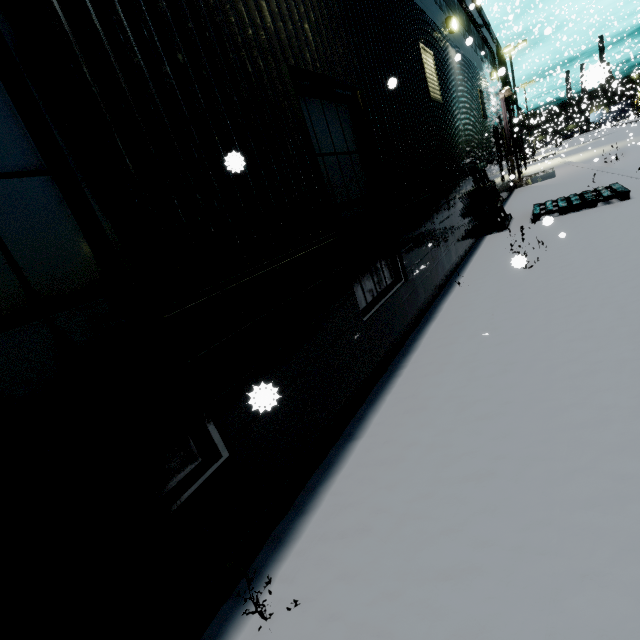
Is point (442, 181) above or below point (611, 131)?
above

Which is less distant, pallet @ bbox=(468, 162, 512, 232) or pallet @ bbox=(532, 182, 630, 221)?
pallet @ bbox=(532, 182, 630, 221)

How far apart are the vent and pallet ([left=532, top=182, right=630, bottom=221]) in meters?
3.9

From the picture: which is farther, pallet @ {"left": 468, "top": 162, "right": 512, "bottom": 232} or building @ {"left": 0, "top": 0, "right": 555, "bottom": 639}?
pallet @ {"left": 468, "top": 162, "right": 512, "bottom": 232}

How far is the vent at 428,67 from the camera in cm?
627

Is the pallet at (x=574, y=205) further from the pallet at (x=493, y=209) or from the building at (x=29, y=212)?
the building at (x=29, y=212)

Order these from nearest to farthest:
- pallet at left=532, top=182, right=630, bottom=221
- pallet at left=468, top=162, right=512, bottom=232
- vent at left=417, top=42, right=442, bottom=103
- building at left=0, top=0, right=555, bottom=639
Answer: building at left=0, top=0, right=555, bottom=639 → vent at left=417, top=42, right=442, bottom=103 → pallet at left=532, top=182, right=630, bottom=221 → pallet at left=468, top=162, right=512, bottom=232

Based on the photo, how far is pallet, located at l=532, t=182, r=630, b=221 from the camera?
7.75m
